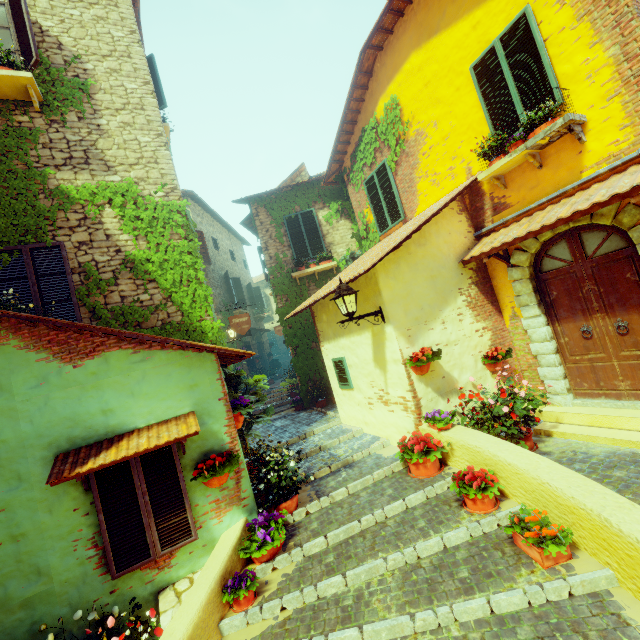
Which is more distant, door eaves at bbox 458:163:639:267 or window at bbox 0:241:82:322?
window at bbox 0:241:82:322

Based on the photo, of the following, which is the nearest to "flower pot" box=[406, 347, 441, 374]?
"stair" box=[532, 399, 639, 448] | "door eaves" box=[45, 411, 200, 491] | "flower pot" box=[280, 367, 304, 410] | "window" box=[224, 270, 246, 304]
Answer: "stair" box=[532, 399, 639, 448]

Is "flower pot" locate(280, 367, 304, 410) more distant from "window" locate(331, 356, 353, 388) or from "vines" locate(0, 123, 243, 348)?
"window" locate(331, 356, 353, 388)

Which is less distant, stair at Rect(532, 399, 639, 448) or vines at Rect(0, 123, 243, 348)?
stair at Rect(532, 399, 639, 448)

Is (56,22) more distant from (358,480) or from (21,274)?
(358,480)

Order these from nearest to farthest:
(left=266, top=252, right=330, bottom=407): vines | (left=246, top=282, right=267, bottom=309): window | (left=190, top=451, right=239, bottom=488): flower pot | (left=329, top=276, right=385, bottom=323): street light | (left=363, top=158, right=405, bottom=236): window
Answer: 1. (left=190, top=451, right=239, bottom=488): flower pot
2. (left=329, top=276, right=385, bottom=323): street light
3. (left=363, top=158, right=405, bottom=236): window
4. (left=266, top=252, right=330, bottom=407): vines
5. (left=246, top=282, right=267, bottom=309): window

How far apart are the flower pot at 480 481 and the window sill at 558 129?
4.83m

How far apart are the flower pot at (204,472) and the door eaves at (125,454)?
0.2 meters
